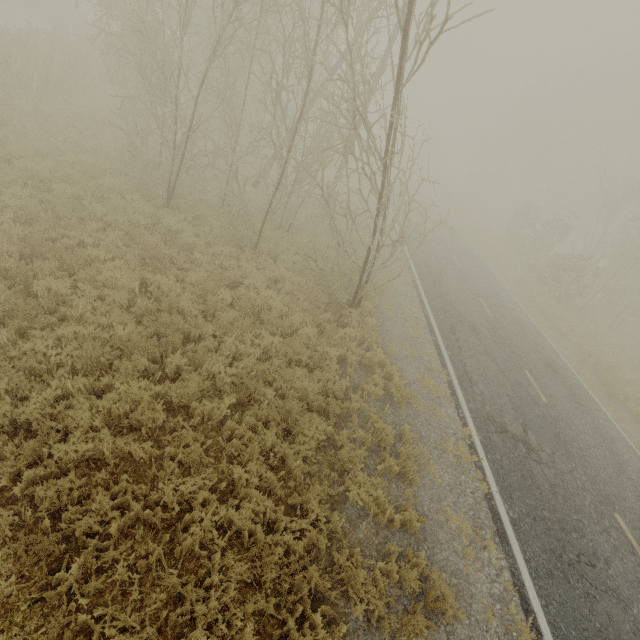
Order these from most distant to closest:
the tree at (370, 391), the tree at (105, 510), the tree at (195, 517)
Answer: the tree at (370, 391) → the tree at (195, 517) → the tree at (105, 510)

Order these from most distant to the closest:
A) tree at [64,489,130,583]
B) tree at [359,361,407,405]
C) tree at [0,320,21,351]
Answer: tree at [359,361,407,405] → tree at [0,320,21,351] → tree at [64,489,130,583]

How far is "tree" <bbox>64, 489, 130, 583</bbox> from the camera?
3.9 meters

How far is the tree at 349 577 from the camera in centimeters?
450cm

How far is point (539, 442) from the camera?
8.98m

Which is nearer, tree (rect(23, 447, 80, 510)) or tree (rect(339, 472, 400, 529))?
tree (rect(23, 447, 80, 510))
